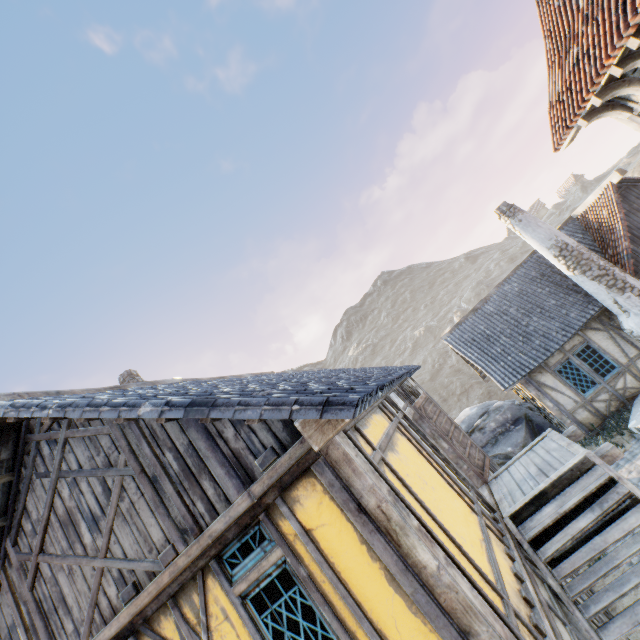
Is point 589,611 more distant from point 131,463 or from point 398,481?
point 131,463

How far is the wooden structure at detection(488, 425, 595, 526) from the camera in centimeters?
521cm

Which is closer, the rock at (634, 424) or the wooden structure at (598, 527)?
the wooden structure at (598, 527)

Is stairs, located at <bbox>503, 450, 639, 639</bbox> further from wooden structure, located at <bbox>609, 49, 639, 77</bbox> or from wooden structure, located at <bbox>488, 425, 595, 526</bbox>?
wooden structure, located at <bbox>609, 49, 639, 77</bbox>

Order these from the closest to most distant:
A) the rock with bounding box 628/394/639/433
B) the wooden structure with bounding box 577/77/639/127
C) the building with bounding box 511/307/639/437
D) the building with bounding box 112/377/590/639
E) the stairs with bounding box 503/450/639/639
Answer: the building with bounding box 112/377/590/639 < the stairs with bounding box 503/450/639/639 < the wooden structure with bounding box 577/77/639/127 < the rock with bounding box 628/394/639/433 < the building with bounding box 511/307/639/437

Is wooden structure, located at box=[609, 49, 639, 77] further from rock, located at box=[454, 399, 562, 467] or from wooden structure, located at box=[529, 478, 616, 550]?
rock, located at box=[454, 399, 562, 467]

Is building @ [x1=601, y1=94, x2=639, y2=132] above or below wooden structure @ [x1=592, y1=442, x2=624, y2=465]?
above

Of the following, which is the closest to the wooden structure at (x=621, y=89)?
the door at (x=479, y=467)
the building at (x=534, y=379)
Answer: the door at (x=479, y=467)
